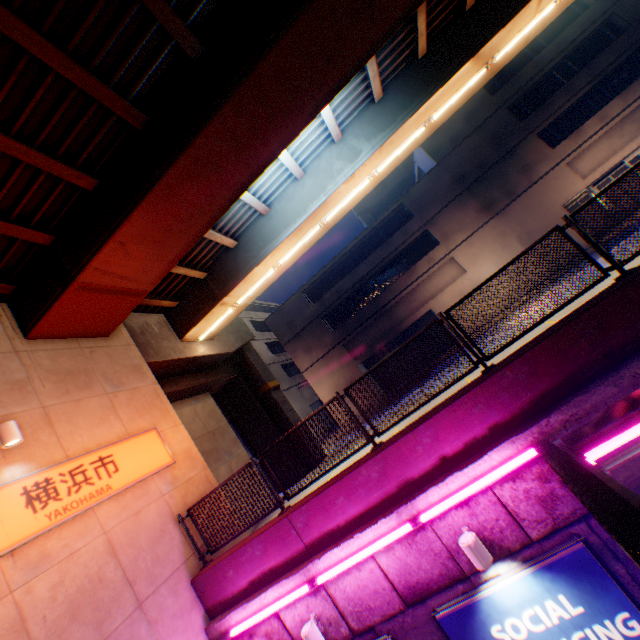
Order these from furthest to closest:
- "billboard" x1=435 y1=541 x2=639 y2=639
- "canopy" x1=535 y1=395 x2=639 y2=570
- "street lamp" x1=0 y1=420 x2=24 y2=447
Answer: "street lamp" x1=0 y1=420 x2=24 y2=447 < "billboard" x1=435 y1=541 x2=639 y2=639 < "canopy" x1=535 y1=395 x2=639 y2=570

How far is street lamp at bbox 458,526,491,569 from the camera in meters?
4.8

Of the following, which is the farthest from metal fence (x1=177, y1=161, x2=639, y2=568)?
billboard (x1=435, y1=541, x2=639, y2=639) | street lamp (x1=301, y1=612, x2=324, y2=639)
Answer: billboard (x1=435, y1=541, x2=639, y2=639)

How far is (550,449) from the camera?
3.85m

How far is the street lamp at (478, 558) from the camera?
4.8m

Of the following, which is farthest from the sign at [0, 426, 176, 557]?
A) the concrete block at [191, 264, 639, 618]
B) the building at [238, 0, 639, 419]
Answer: the building at [238, 0, 639, 419]

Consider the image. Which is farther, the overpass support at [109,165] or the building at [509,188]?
the building at [509,188]

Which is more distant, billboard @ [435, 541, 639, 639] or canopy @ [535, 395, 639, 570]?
billboard @ [435, 541, 639, 639]
